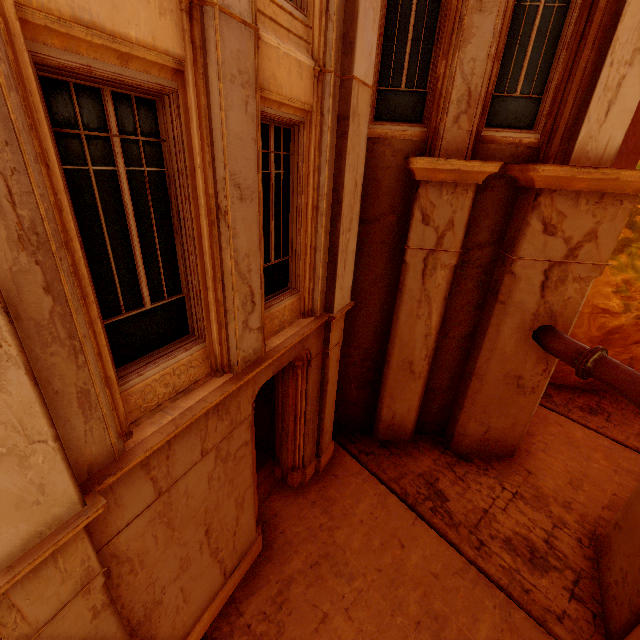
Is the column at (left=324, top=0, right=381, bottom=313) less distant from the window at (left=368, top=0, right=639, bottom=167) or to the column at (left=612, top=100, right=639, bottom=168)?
the window at (left=368, top=0, right=639, bottom=167)

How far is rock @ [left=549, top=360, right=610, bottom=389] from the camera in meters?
12.4

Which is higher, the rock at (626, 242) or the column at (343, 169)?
the column at (343, 169)

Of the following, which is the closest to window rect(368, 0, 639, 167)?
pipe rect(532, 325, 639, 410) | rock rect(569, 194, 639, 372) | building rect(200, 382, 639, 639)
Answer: pipe rect(532, 325, 639, 410)

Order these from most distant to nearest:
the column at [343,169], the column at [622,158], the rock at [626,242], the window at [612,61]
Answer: the rock at [626,242] < the column at [622,158] < the window at [612,61] < the column at [343,169]

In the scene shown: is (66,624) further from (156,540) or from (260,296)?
(260,296)

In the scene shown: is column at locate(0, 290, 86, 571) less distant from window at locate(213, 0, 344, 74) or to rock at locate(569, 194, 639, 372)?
window at locate(213, 0, 344, 74)

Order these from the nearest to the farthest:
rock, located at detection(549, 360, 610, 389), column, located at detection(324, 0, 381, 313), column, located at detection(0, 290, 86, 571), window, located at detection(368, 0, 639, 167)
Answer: column, located at detection(0, 290, 86, 571) < column, located at detection(324, 0, 381, 313) < window, located at detection(368, 0, 639, 167) < rock, located at detection(549, 360, 610, 389)
